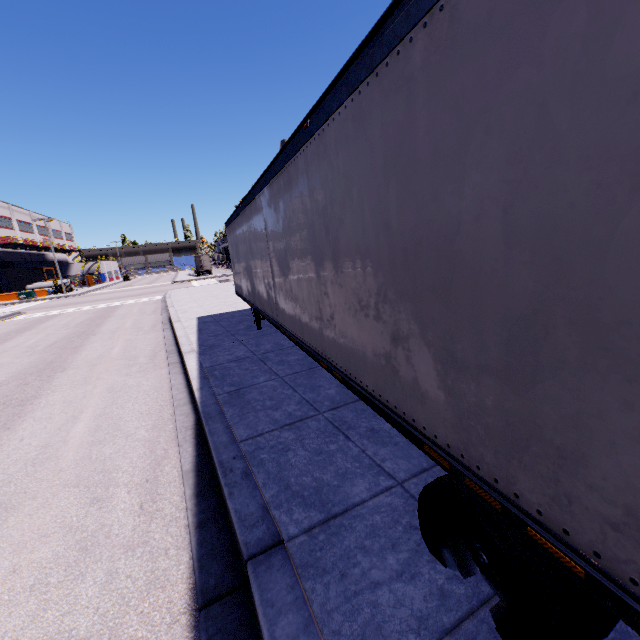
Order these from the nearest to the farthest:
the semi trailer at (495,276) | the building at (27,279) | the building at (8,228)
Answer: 1. the semi trailer at (495,276)
2. the building at (27,279)
3. the building at (8,228)

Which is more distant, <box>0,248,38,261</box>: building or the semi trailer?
<box>0,248,38,261</box>: building

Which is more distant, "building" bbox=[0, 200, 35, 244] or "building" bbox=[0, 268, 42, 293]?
"building" bbox=[0, 200, 35, 244]

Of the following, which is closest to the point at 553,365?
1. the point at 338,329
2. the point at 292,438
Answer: the point at 338,329

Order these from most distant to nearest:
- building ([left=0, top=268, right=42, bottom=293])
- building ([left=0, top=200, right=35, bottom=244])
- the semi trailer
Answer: building ([left=0, top=200, right=35, bottom=244])
building ([left=0, top=268, right=42, bottom=293])
the semi trailer

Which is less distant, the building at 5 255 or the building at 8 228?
the building at 5 255

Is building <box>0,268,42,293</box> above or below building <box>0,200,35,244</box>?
below
